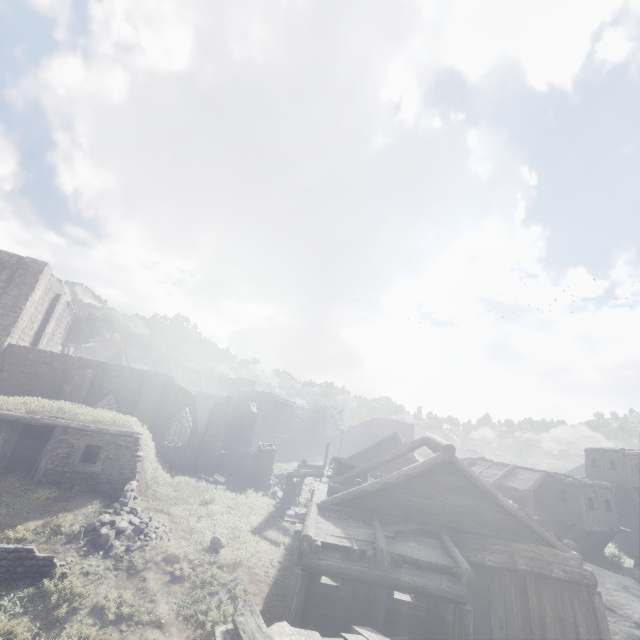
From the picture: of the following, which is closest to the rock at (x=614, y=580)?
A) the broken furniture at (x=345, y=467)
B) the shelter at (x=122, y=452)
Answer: the broken furniture at (x=345, y=467)

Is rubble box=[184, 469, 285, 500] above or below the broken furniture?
below

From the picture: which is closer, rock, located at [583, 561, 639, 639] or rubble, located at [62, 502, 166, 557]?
rubble, located at [62, 502, 166, 557]

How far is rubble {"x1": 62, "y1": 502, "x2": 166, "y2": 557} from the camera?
11.6 meters

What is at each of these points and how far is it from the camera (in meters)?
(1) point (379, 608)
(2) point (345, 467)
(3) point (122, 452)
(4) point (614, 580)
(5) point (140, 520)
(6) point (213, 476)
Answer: (1) building, 10.01
(2) broken furniture, 17.61
(3) shelter, 15.88
(4) rock, 17.89
(5) rubble, 13.34
(6) rubble, 23.53

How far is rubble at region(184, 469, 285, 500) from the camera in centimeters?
2292cm

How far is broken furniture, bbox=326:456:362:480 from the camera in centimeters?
1703cm

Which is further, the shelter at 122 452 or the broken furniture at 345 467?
the broken furniture at 345 467
